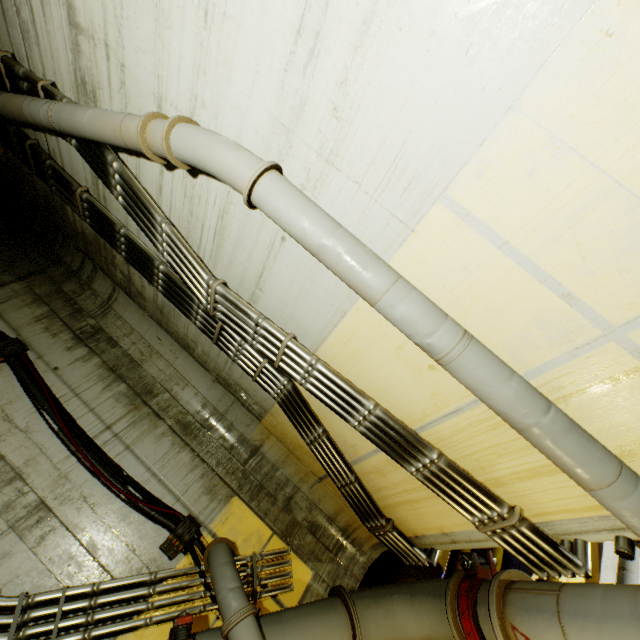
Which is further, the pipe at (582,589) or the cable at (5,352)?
the cable at (5,352)

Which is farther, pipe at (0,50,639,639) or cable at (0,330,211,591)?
cable at (0,330,211,591)

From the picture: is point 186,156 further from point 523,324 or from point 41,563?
point 41,563
